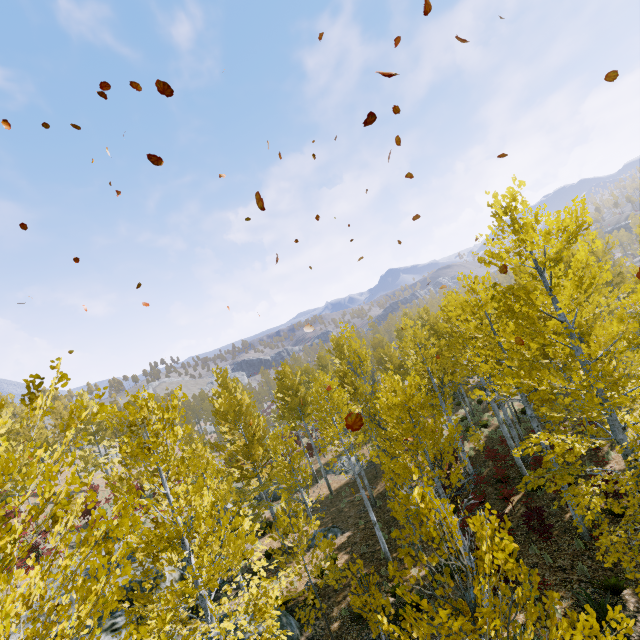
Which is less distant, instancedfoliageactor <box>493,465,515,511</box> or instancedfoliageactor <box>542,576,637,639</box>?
instancedfoliageactor <box>542,576,637,639</box>

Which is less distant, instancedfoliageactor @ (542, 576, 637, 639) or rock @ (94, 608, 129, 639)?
instancedfoliageactor @ (542, 576, 637, 639)

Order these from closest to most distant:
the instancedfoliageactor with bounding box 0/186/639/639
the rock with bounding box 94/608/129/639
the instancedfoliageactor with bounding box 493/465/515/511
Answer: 1. the instancedfoliageactor with bounding box 0/186/639/639
2. the rock with bounding box 94/608/129/639
3. the instancedfoliageactor with bounding box 493/465/515/511

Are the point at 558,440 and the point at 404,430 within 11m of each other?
yes

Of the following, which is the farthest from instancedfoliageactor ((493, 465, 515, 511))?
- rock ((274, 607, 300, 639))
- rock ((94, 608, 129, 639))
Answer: rock ((274, 607, 300, 639))

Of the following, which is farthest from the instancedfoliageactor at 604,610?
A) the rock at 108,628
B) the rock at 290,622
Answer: the rock at 290,622
